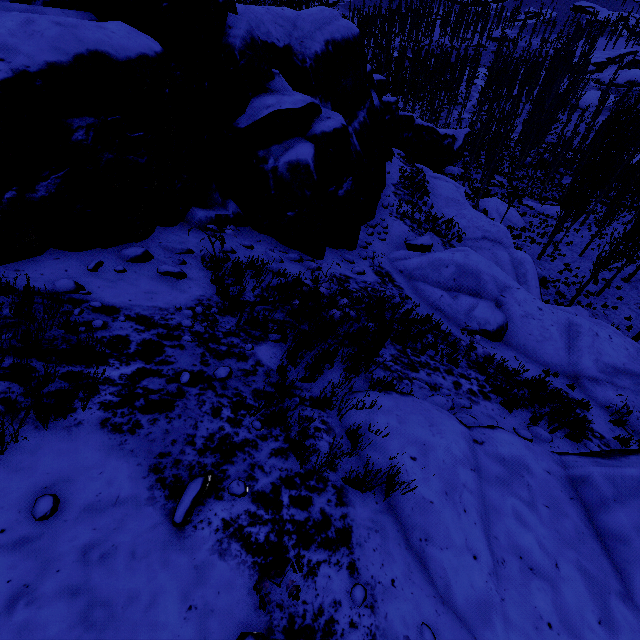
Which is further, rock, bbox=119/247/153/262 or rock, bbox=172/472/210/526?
rock, bbox=119/247/153/262

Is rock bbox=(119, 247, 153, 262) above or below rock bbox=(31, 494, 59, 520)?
below

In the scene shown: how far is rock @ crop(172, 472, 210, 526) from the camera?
2.74m

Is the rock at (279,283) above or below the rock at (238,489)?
below

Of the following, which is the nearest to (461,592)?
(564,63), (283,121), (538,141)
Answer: (283,121)

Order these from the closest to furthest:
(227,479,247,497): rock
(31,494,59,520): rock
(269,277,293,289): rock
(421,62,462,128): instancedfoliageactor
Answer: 1. (31,494,59,520): rock
2. (227,479,247,497): rock
3. (269,277,293,289): rock
4. (421,62,462,128): instancedfoliageactor

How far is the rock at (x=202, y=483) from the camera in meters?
2.7 m
